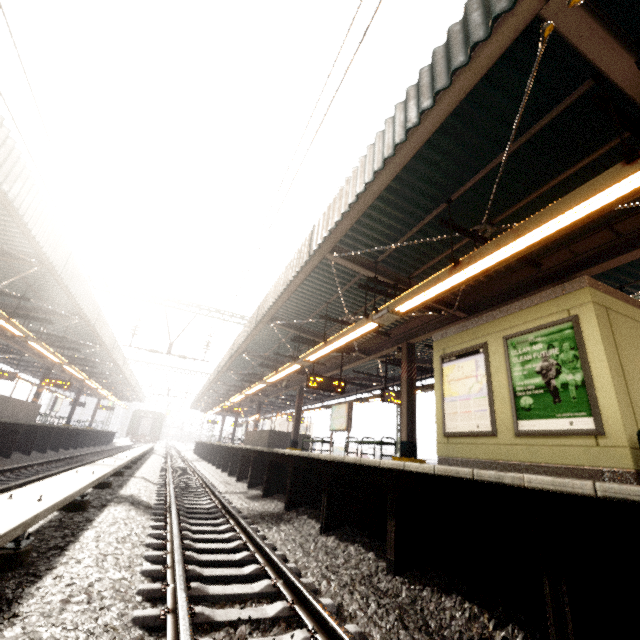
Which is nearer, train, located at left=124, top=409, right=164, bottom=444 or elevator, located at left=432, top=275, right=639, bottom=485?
elevator, located at left=432, top=275, right=639, bottom=485

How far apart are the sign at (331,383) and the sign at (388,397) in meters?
1.7

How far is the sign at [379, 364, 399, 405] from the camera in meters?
12.6

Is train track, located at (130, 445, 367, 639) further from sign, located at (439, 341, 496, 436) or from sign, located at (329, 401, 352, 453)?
sign, located at (329, 401, 352, 453)

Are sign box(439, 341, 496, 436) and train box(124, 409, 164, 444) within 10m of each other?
no

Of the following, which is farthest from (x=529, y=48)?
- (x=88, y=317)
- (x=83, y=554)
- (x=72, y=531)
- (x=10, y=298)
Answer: (x=10, y=298)

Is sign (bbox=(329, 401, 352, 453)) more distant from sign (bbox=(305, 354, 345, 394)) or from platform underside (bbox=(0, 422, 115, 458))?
platform underside (bbox=(0, 422, 115, 458))

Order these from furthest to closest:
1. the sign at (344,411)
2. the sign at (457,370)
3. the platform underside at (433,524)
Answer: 1. the sign at (344,411)
2. the sign at (457,370)
3. the platform underside at (433,524)
